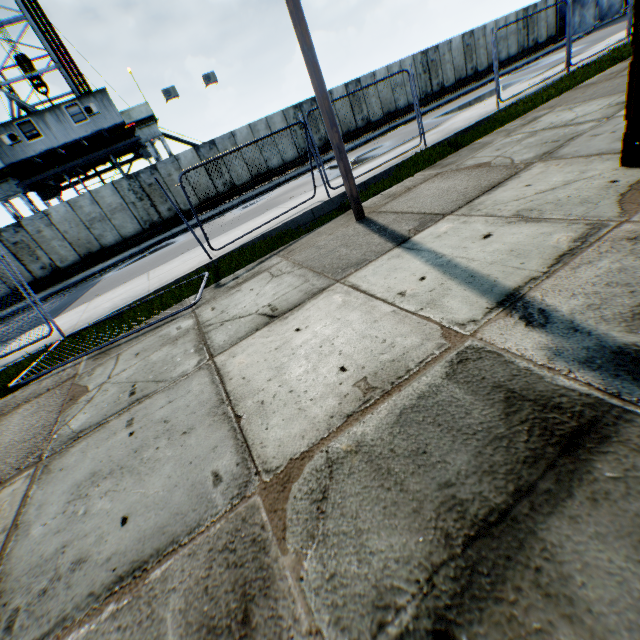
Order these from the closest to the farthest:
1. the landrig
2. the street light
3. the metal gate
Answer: the street light
the landrig
the metal gate

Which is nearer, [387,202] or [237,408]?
[237,408]

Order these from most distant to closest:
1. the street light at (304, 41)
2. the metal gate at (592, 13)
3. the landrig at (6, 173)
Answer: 1. the metal gate at (592, 13)
2. the landrig at (6, 173)
3. the street light at (304, 41)

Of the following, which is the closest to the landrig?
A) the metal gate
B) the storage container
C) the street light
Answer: the street light

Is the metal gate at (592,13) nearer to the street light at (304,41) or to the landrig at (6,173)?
the street light at (304,41)

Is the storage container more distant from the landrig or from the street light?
the landrig

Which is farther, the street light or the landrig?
the landrig

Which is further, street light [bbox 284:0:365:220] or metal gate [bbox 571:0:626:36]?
metal gate [bbox 571:0:626:36]
